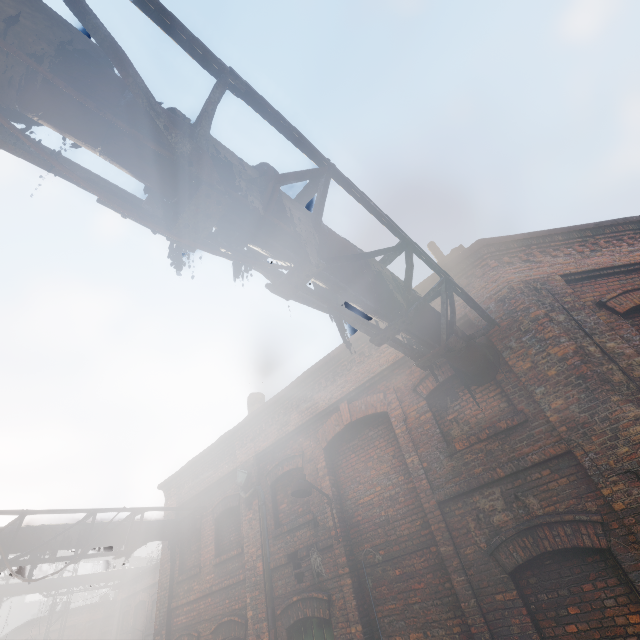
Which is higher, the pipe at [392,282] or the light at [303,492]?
the pipe at [392,282]

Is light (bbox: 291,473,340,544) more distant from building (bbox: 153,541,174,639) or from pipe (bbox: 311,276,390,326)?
building (bbox: 153,541,174,639)

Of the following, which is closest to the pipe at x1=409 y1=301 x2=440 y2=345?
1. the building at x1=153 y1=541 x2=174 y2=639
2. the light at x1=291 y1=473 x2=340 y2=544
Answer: the building at x1=153 y1=541 x2=174 y2=639

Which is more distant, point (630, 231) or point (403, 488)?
point (630, 231)

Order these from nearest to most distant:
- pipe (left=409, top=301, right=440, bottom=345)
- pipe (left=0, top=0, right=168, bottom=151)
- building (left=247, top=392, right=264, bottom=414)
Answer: pipe (left=0, top=0, right=168, bottom=151) < pipe (left=409, top=301, right=440, bottom=345) < building (left=247, top=392, right=264, bottom=414)

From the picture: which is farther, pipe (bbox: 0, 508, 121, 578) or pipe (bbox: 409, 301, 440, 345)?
pipe (bbox: 0, 508, 121, 578)

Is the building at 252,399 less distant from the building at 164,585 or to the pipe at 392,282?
the pipe at 392,282

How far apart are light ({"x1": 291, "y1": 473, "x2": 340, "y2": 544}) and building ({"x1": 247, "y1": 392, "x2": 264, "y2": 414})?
5.4 meters
